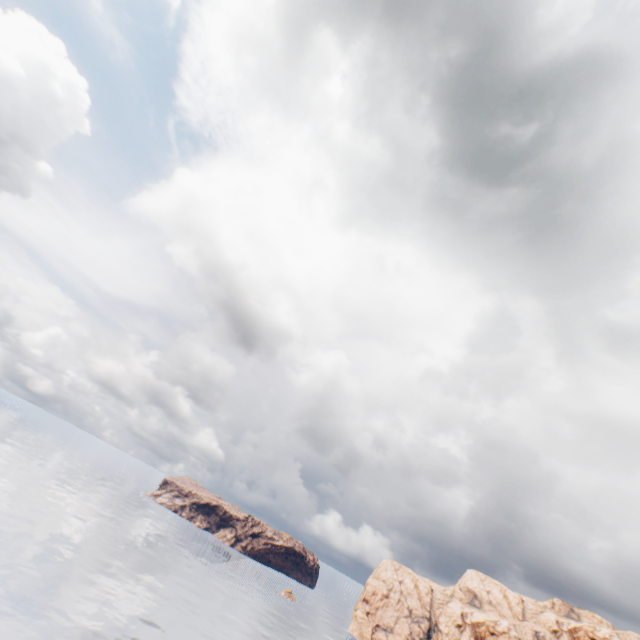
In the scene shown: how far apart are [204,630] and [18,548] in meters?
35.3
